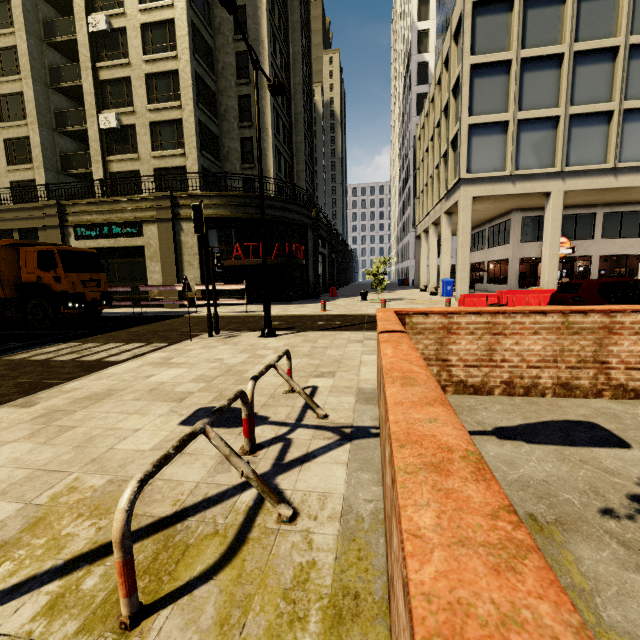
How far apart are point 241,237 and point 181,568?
20.20m

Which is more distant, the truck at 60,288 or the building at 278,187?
the building at 278,187

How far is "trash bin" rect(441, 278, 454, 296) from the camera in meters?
22.6

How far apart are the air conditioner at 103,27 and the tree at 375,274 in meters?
23.9 m

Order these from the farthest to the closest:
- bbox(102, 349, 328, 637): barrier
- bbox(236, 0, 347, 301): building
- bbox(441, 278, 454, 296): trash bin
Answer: bbox(441, 278, 454, 296): trash bin < bbox(236, 0, 347, 301): building < bbox(102, 349, 328, 637): barrier

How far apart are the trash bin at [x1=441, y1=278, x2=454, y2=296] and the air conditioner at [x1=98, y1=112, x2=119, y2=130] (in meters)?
24.92

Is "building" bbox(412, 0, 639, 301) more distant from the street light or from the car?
the street light

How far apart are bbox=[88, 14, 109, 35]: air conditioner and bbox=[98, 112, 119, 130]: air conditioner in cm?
501
